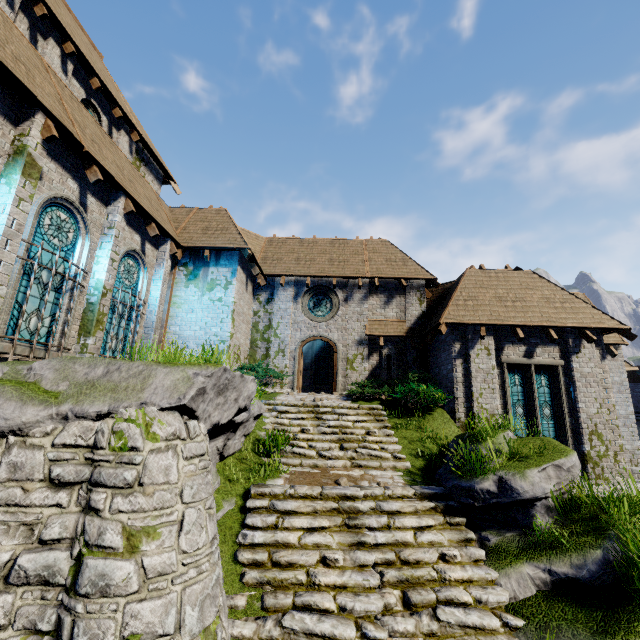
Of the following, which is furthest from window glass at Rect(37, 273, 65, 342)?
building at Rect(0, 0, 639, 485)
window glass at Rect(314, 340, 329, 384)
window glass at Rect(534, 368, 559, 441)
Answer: window glass at Rect(534, 368, 559, 441)

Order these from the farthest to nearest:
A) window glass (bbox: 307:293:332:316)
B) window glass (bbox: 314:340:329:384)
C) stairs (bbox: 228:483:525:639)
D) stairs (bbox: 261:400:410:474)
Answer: window glass (bbox: 314:340:329:384), window glass (bbox: 307:293:332:316), stairs (bbox: 261:400:410:474), stairs (bbox: 228:483:525:639)

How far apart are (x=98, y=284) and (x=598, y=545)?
13.2 meters

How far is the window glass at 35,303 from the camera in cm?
767

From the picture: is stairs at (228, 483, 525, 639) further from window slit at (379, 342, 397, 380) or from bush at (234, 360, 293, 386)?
window slit at (379, 342, 397, 380)

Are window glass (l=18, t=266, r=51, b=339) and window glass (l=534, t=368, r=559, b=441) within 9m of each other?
no

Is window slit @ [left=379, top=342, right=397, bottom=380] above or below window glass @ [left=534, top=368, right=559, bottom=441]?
above

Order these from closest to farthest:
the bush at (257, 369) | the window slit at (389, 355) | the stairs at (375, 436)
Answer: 1. the stairs at (375, 436)
2. the bush at (257, 369)
3. the window slit at (389, 355)
